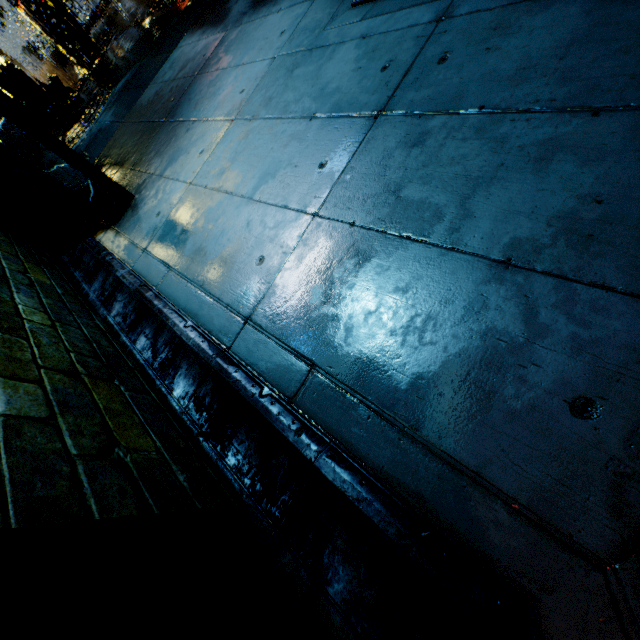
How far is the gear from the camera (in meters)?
11.60

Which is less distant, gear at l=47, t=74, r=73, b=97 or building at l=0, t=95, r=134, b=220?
building at l=0, t=95, r=134, b=220

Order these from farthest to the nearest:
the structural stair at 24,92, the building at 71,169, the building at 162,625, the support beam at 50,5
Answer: the support beam at 50,5
the structural stair at 24,92
the building at 71,169
the building at 162,625

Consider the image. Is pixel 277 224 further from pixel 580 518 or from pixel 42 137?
pixel 42 137

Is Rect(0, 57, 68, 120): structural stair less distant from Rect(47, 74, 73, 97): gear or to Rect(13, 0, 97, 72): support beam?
Rect(47, 74, 73, 97): gear

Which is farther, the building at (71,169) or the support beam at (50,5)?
the support beam at (50,5)

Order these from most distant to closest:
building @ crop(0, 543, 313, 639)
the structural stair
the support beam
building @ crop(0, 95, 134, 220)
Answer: the support beam
the structural stair
building @ crop(0, 95, 134, 220)
building @ crop(0, 543, 313, 639)
